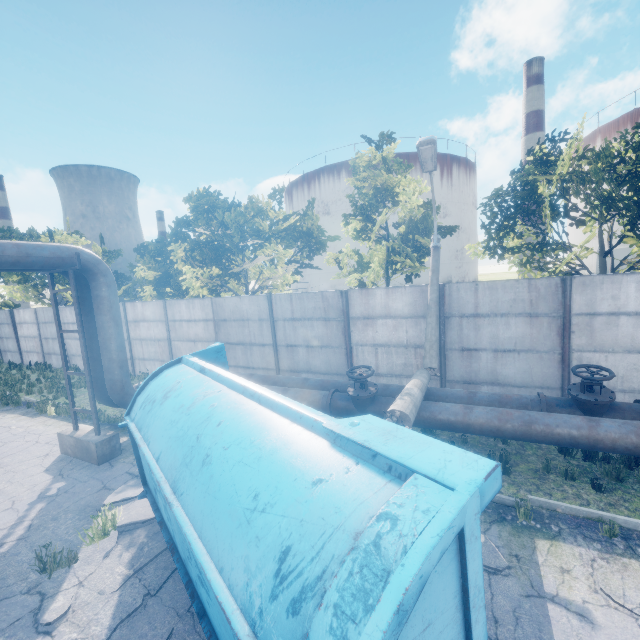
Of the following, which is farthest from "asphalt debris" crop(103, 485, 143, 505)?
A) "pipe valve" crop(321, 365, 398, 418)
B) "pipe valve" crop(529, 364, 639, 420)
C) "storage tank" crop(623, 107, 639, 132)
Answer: "storage tank" crop(623, 107, 639, 132)

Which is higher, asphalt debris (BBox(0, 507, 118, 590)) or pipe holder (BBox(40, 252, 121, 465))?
pipe holder (BBox(40, 252, 121, 465))

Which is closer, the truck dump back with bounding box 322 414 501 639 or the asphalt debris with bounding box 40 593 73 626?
the truck dump back with bounding box 322 414 501 639

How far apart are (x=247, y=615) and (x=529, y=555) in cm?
452

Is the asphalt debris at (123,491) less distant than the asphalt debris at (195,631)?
No

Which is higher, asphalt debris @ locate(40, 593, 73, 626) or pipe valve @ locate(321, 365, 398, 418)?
pipe valve @ locate(321, 365, 398, 418)

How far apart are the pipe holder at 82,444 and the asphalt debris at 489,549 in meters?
7.0 m

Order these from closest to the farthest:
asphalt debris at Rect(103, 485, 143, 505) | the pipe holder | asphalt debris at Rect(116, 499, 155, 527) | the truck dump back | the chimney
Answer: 1. the truck dump back
2. asphalt debris at Rect(116, 499, 155, 527)
3. asphalt debris at Rect(103, 485, 143, 505)
4. the pipe holder
5. the chimney
